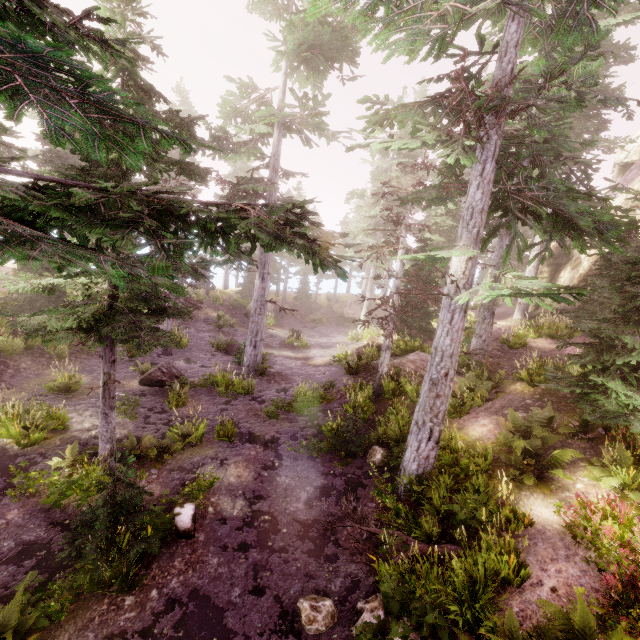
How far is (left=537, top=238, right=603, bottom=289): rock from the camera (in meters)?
17.50

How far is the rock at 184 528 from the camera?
7.66m

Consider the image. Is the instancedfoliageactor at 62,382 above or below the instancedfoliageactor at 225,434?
above

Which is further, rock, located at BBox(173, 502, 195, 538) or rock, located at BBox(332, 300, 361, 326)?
rock, located at BBox(332, 300, 361, 326)

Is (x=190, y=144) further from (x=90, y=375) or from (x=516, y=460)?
(x=90, y=375)

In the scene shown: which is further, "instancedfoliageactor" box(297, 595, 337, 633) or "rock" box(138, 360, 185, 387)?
"rock" box(138, 360, 185, 387)

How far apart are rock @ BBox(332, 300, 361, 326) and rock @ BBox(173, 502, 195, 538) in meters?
26.3 m

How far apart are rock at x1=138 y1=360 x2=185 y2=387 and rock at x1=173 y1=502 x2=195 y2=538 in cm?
720
